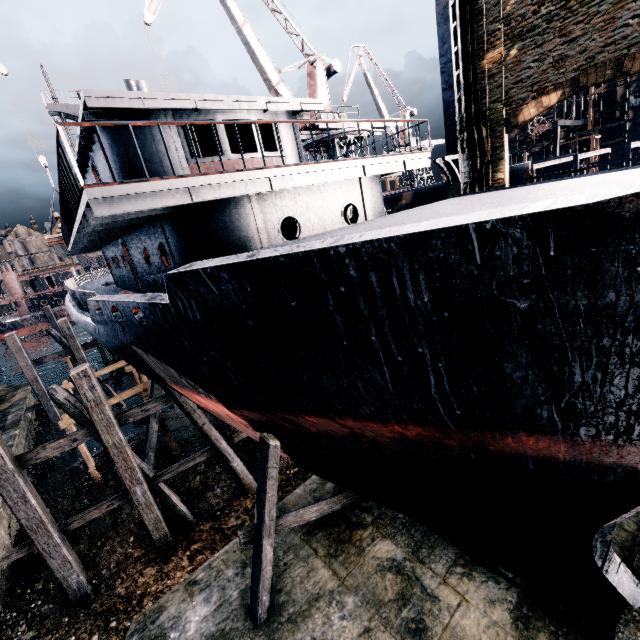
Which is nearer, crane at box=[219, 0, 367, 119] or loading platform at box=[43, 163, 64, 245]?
loading platform at box=[43, 163, 64, 245]

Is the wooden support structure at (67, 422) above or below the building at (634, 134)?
below

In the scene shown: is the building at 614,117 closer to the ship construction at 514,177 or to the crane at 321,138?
the ship construction at 514,177

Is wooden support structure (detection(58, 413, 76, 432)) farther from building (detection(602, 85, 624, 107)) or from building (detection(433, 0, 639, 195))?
building (detection(602, 85, 624, 107))

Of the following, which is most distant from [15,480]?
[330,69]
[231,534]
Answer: [330,69]

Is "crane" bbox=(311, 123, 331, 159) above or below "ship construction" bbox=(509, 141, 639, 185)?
above

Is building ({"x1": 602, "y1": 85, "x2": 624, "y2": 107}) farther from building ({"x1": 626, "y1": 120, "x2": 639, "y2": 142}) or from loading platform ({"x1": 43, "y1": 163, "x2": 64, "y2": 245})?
loading platform ({"x1": 43, "y1": 163, "x2": 64, "y2": 245})

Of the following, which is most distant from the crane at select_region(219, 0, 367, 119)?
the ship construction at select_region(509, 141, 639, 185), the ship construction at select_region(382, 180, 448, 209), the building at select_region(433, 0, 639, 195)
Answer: the ship construction at select_region(509, 141, 639, 185)
